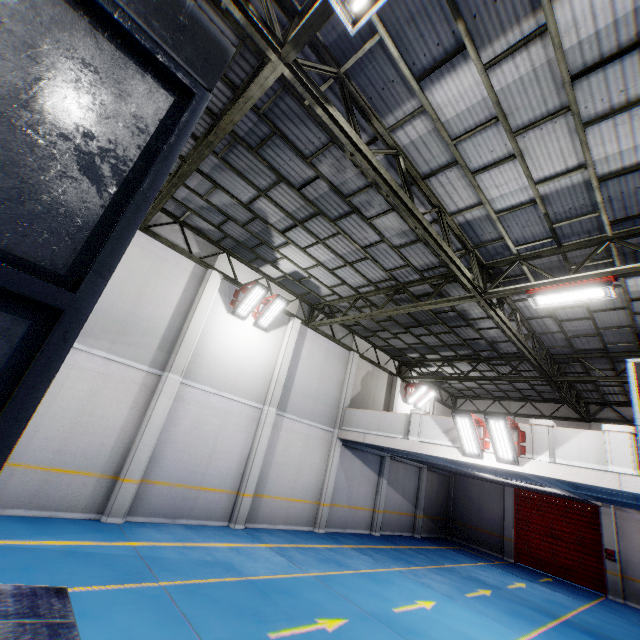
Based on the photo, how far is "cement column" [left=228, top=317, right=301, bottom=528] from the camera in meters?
11.1 m

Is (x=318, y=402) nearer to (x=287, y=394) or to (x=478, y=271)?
(x=287, y=394)

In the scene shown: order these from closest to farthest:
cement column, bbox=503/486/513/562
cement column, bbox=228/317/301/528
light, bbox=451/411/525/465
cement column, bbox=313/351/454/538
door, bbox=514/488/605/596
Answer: light, bbox=451/411/525/465 → cement column, bbox=228/317/301/528 → cement column, bbox=313/351/454/538 → door, bbox=514/488/605/596 → cement column, bbox=503/486/513/562

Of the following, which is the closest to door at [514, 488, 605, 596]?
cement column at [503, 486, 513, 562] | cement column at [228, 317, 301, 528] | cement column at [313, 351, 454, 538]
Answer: cement column at [503, 486, 513, 562]

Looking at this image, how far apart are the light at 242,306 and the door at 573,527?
18.82m

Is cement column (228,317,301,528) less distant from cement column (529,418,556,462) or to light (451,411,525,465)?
light (451,411,525,465)

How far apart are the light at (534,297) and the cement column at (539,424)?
3.6 meters

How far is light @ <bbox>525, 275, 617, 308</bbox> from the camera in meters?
7.2
